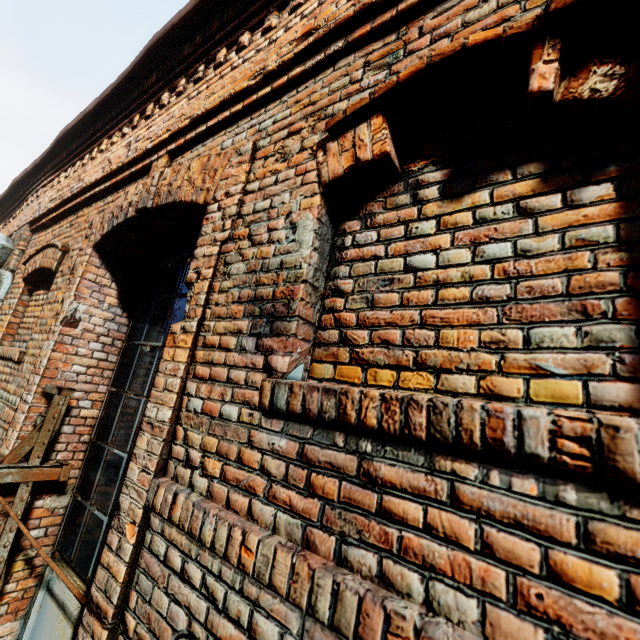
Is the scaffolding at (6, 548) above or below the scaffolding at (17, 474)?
below

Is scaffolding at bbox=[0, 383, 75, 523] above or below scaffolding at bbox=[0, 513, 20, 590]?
above

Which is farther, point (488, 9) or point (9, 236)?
point (9, 236)
